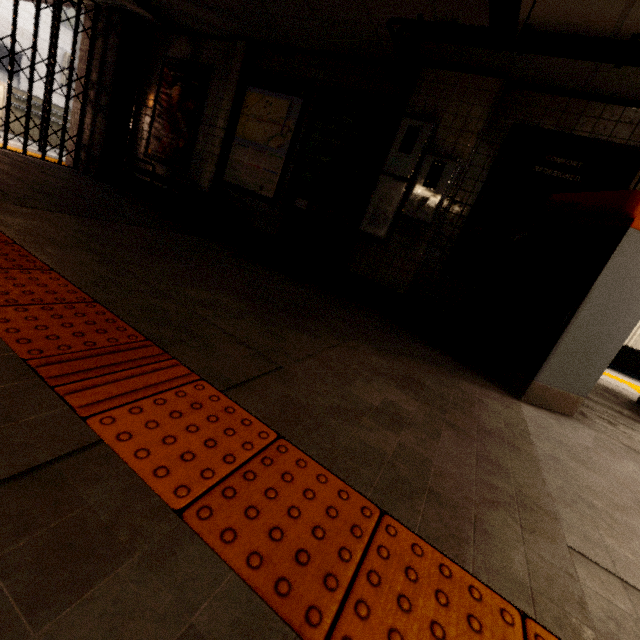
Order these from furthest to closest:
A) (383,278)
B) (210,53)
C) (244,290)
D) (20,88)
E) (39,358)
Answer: (20,88) → (210,53) → (383,278) → (244,290) → (39,358)

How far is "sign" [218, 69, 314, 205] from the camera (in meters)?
4.81

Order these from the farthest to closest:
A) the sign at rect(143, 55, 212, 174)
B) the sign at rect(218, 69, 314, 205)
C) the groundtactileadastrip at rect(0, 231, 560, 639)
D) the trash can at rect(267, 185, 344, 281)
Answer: the sign at rect(143, 55, 212, 174)
the sign at rect(218, 69, 314, 205)
the trash can at rect(267, 185, 344, 281)
the groundtactileadastrip at rect(0, 231, 560, 639)

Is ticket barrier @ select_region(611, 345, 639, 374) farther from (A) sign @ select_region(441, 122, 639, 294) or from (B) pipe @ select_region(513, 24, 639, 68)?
(B) pipe @ select_region(513, 24, 639, 68)

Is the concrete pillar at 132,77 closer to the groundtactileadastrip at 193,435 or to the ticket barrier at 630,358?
the groundtactileadastrip at 193,435

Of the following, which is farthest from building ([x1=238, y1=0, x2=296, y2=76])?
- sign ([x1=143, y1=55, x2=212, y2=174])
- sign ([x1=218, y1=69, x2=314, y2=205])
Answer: sign ([x1=143, y1=55, x2=212, y2=174])

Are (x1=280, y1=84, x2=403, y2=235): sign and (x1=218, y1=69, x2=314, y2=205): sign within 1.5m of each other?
yes

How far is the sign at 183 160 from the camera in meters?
5.6
